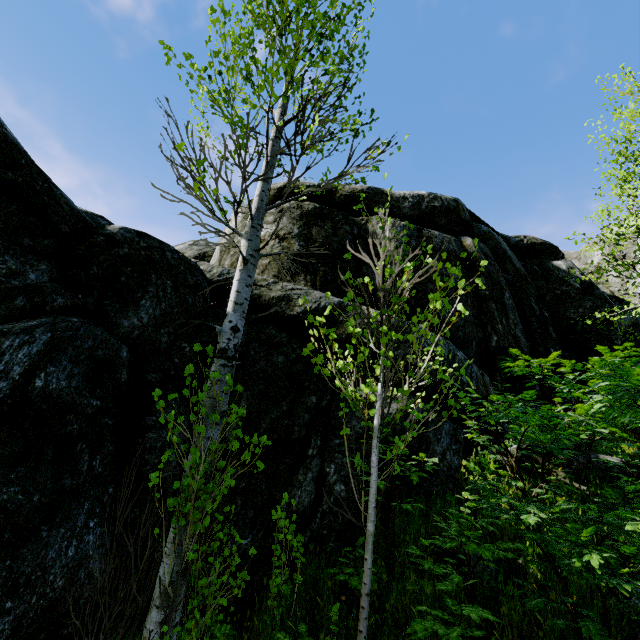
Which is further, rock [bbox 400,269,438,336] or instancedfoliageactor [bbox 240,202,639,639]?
rock [bbox 400,269,438,336]

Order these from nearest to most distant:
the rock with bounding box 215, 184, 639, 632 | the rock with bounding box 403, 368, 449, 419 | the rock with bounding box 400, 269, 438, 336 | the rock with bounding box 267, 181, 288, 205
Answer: the rock with bounding box 215, 184, 639, 632 < the rock with bounding box 403, 368, 449, 419 < the rock with bounding box 400, 269, 438, 336 < the rock with bounding box 267, 181, 288, 205

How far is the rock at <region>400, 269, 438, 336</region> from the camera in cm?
577

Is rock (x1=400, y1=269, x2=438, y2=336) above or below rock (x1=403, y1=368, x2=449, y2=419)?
above

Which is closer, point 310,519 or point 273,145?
point 310,519

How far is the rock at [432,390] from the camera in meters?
4.8
